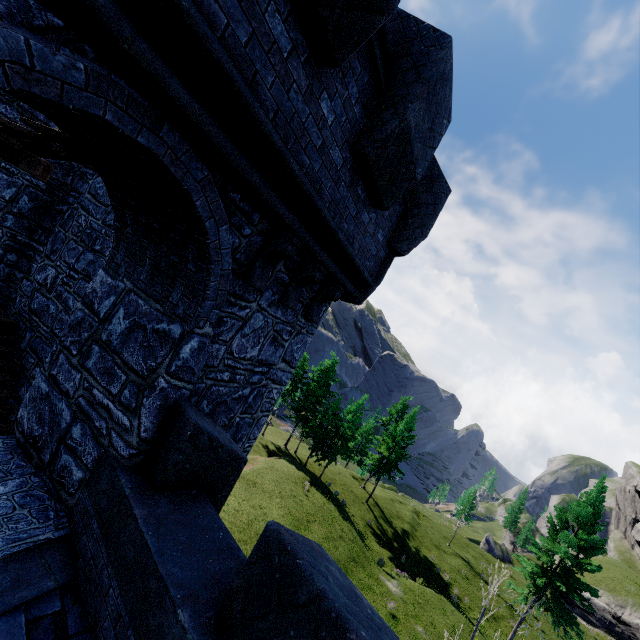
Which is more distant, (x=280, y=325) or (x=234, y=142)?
(x=280, y=325)
